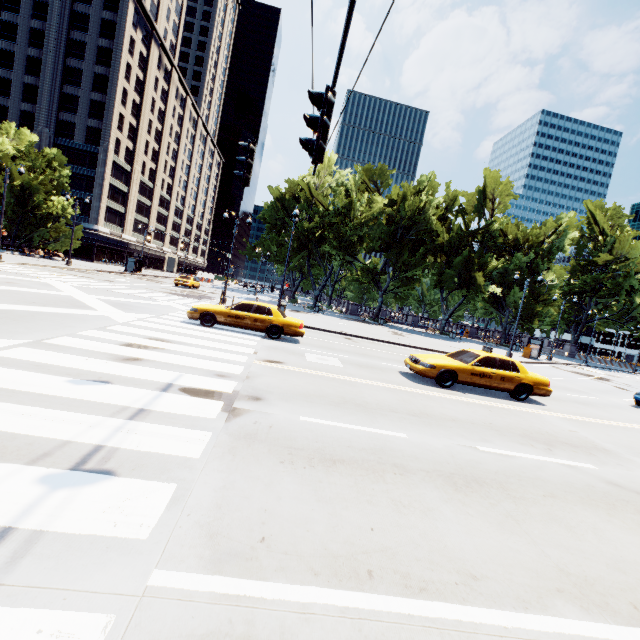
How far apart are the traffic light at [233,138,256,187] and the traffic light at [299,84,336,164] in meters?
2.7 m

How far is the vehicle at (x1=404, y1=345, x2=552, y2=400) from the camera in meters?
11.3 m

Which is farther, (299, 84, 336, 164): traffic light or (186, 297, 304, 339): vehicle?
(186, 297, 304, 339): vehicle

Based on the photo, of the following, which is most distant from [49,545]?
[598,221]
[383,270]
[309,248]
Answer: [598,221]

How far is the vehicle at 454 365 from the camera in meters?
11.3

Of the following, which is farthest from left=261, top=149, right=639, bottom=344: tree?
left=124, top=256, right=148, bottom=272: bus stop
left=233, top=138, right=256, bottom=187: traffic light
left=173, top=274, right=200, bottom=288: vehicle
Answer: left=233, top=138, right=256, bottom=187: traffic light

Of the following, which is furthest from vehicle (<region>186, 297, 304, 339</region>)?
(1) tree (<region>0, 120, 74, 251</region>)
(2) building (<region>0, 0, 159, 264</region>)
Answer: (2) building (<region>0, 0, 159, 264</region>)

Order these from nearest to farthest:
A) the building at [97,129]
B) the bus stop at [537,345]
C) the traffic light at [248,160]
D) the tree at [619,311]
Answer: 1. the traffic light at [248,160]
2. the bus stop at [537,345]
3. the tree at [619,311]
4. the building at [97,129]
